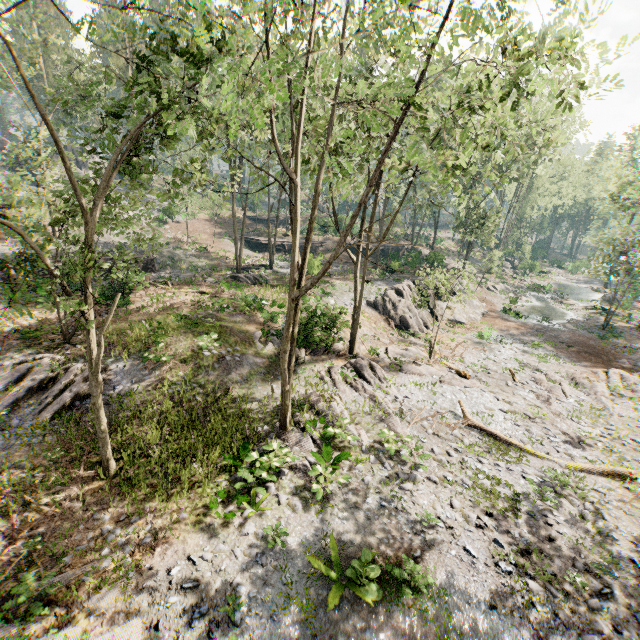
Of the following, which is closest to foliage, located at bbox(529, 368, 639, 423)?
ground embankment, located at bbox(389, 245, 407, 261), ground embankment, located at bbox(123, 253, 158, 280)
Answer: ground embankment, located at bbox(389, 245, 407, 261)

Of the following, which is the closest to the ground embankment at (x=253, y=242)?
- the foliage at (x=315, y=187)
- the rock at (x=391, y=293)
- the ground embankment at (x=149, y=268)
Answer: the ground embankment at (x=149, y=268)

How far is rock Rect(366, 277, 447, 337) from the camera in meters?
26.1 m

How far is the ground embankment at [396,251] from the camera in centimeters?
3806cm

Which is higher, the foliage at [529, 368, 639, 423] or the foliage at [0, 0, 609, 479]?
the foliage at [0, 0, 609, 479]

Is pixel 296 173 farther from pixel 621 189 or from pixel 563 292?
pixel 563 292

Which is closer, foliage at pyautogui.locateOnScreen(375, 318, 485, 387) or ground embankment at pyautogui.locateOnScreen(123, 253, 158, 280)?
foliage at pyautogui.locateOnScreen(375, 318, 485, 387)
